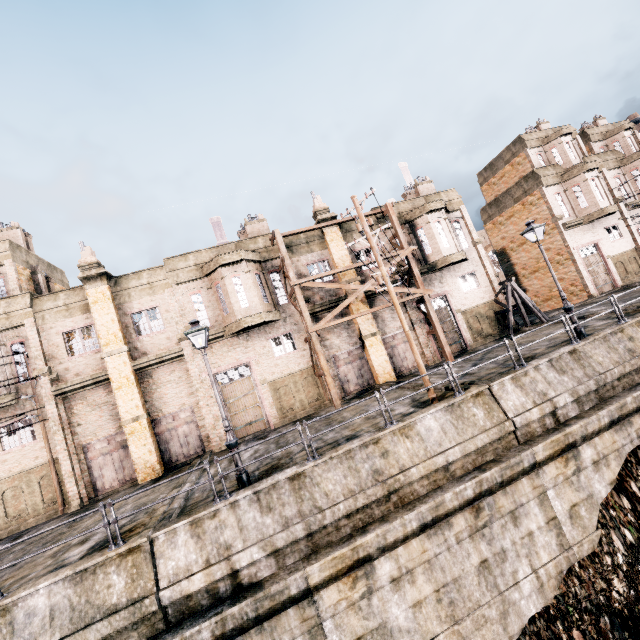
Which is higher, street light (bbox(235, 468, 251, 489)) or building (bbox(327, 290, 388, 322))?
building (bbox(327, 290, 388, 322))

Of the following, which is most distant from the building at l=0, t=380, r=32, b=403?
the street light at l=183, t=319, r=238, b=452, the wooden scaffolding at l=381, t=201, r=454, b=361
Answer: the street light at l=183, t=319, r=238, b=452

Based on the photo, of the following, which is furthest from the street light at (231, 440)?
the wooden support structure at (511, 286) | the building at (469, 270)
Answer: the wooden support structure at (511, 286)

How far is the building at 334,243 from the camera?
22.53m

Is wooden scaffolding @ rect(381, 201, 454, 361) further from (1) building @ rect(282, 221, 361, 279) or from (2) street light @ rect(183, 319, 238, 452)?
(2) street light @ rect(183, 319, 238, 452)

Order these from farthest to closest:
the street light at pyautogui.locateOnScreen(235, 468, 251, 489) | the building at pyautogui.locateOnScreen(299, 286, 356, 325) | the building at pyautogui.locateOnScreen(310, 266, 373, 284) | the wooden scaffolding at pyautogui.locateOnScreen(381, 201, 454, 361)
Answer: the building at pyautogui.locateOnScreen(310, 266, 373, 284)
the building at pyautogui.locateOnScreen(299, 286, 356, 325)
the wooden scaffolding at pyautogui.locateOnScreen(381, 201, 454, 361)
the street light at pyautogui.locateOnScreen(235, 468, 251, 489)

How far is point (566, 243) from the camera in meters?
28.0 m
